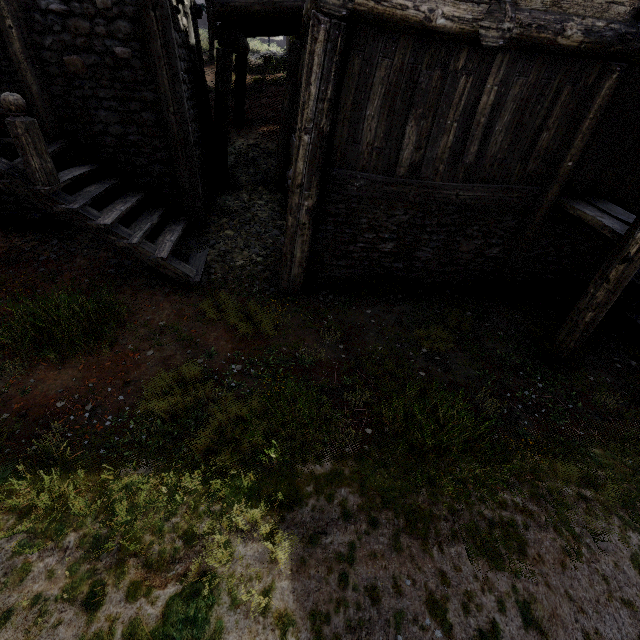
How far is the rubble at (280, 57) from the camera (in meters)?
19.55

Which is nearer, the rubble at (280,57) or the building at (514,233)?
the building at (514,233)

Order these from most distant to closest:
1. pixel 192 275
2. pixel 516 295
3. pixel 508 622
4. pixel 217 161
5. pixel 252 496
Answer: pixel 217 161 < pixel 516 295 < pixel 192 275 < pixel 252 496 < pixel 508 622

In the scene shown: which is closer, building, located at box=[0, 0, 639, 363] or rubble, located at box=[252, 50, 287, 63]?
building, located at box=[0, 0, 639, 363]

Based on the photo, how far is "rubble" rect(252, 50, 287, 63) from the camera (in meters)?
19.55
